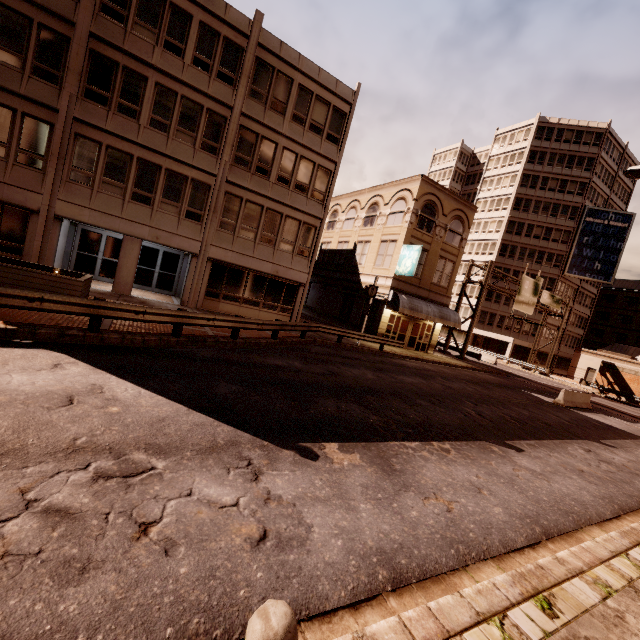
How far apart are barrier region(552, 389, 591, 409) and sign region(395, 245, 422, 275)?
11.73m

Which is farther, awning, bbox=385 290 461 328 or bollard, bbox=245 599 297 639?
awning, bbox=385 290 461 328

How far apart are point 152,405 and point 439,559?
5.3 meters

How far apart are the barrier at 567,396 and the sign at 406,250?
11.7m

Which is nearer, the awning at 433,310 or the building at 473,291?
the awning at 433,310

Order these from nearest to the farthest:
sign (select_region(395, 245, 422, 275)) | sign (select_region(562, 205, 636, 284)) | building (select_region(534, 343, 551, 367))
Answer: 1. sign (select_region(395, 245, 422, 275))
2. sign (select_region(562, 205, 636, 284))
3. building (select_region(534, 343, 551, 367))

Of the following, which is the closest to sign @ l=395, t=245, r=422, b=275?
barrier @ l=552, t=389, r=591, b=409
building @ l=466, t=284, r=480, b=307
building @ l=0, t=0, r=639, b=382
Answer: building @ l=0, t=0, r=639, b=382

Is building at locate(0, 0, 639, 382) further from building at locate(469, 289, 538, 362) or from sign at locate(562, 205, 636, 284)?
sign at locate(562, 205, 636, 284)
